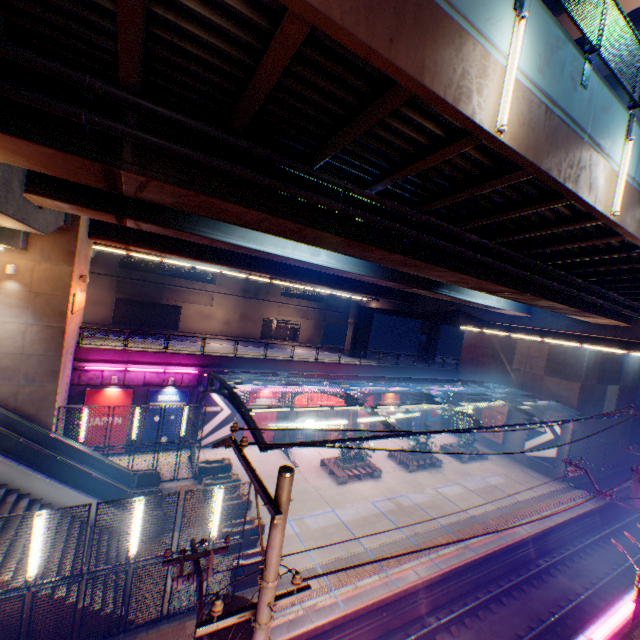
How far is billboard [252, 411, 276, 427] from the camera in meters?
26.2 m

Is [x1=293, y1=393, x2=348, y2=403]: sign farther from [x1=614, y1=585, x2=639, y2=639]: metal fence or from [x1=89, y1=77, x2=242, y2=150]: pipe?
[x1=89, y1=77, x2=242, y2=150]: pipe

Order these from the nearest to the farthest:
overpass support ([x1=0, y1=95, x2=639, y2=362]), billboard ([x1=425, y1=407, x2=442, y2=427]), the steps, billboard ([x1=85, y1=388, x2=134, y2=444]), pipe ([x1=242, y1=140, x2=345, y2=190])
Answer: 1. overpass support ([x1=0, y1=95, x2=639, y2=362])
2. pipe ([x1=242, y1=140, x2=345, y2=190])
3. the steps
4. billboard ([x1=85, y1=388, x2=134, y2=444])
5. billboard ([x1=425, y1=407, x2=442, y2=427])

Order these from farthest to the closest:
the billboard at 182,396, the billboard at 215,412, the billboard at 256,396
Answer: the billboard at 256,396 < the billboard at 215,412 < the billboard at 182,396

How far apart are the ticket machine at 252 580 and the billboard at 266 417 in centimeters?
1216cm

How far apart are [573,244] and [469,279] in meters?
3.1

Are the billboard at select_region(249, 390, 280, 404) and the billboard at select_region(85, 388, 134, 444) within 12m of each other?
yes

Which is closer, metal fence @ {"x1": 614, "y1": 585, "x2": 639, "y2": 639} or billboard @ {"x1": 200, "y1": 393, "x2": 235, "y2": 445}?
metal fence @ {"x1": 614, "y1": 585, "x2": 639, "y2": 639}
